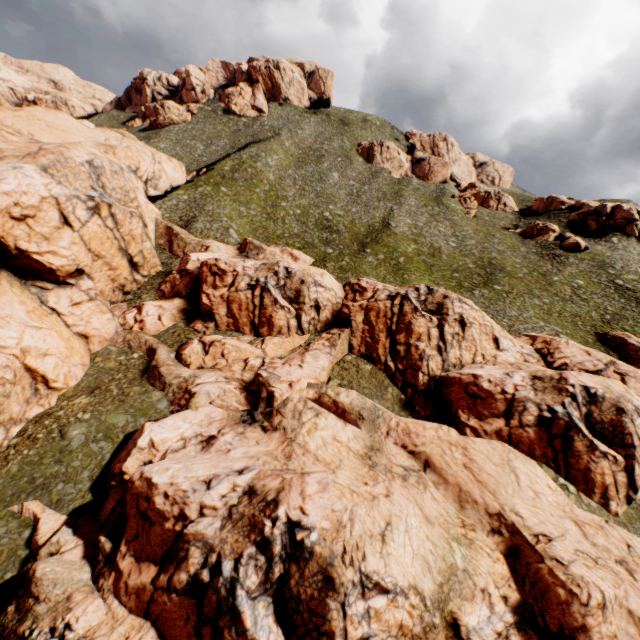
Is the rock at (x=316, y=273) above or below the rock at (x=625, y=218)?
below

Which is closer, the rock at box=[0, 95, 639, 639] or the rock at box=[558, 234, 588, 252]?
the rock at box=[0, 95, 639, 639]

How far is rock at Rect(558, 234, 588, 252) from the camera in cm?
5697

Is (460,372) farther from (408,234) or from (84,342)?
(408,234)

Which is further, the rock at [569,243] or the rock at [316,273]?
the rock at [569,243]

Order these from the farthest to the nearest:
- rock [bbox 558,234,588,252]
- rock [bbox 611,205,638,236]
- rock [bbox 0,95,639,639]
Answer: rock [bbox 611,205,638,236]
rock [bbox 558,234,588,252]
rock [bbox 0,95,639,639]

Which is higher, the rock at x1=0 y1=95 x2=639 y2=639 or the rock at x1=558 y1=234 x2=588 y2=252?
the rock at x1=558 y1=234 x2=588 y2=252
